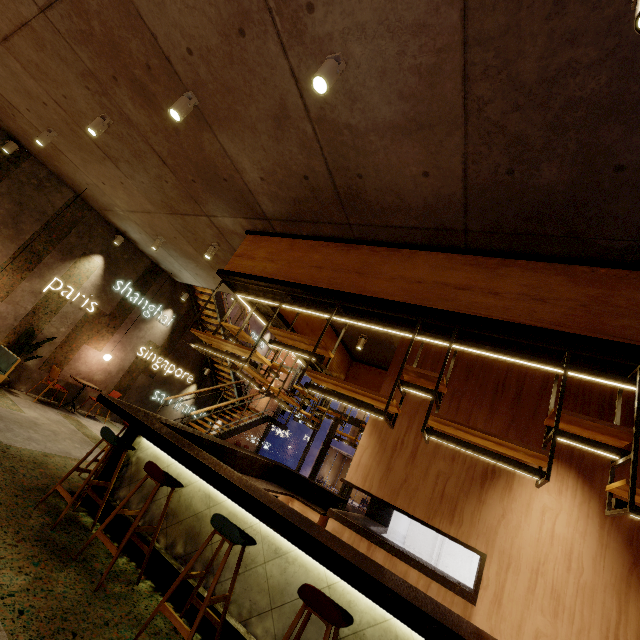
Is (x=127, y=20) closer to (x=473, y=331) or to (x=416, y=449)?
(x=473, y=331)

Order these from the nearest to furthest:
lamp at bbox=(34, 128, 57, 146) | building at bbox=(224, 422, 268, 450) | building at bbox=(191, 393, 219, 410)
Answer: lamp at bbox=(34, 128, 57, 146)
building at bbox=(191, 393, 219, 410)
building at bbox=(224, 422, 268, 450)

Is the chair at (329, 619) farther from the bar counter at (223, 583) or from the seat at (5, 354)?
the seat at (5, 354)

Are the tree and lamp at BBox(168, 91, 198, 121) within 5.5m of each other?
no

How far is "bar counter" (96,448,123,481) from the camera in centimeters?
410cm

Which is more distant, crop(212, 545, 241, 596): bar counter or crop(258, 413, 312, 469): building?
crop(258, 413, 312, 469): building

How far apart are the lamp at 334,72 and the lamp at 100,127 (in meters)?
3.78

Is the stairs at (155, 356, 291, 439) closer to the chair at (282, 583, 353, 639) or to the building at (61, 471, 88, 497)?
the building at (61, 471, 88, 497)
